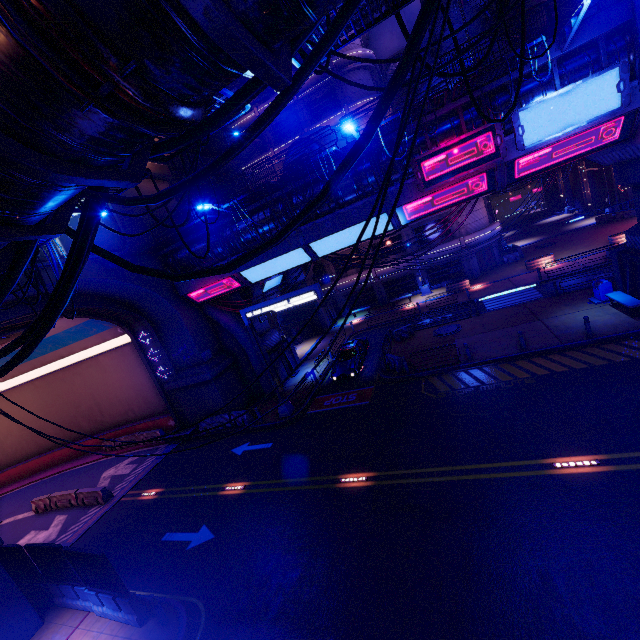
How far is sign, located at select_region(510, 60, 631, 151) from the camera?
11.82m

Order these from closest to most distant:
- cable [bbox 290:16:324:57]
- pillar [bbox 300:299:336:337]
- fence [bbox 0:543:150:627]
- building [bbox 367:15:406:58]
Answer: cable [bbox 290:16:324:57]
fence [bbox 0:543:150:627]
pillar [bbox 300:299:336:337]
building [bbox 367:15:406:58]

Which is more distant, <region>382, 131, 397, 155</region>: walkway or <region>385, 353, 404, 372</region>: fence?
<region>385, 353, 404, 372</region>: fence

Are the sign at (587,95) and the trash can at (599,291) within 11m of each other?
yes

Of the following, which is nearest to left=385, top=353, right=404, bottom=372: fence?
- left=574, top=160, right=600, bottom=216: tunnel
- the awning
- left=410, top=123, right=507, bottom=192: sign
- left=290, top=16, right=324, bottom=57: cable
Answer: left=410, top=123, right=507, bottom=192: sign

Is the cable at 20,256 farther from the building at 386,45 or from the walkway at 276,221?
the building at 386,45

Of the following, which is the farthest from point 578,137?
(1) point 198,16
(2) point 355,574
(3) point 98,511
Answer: (3) point 98,511

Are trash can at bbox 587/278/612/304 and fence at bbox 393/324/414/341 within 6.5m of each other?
no
